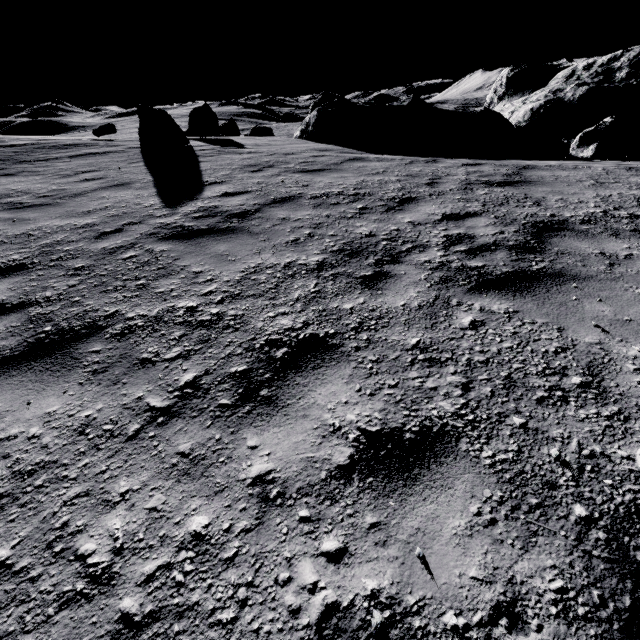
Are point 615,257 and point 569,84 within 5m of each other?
no

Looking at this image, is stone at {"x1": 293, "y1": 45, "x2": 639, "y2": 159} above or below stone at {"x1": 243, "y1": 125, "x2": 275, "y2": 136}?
above

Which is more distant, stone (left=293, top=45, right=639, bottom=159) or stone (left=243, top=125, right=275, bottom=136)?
stone (left=243, top=125, right=275, bottom=136)

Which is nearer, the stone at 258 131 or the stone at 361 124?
the stone at 361 124

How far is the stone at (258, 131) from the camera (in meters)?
36.56

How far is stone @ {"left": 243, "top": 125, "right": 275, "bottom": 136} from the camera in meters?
36.6
